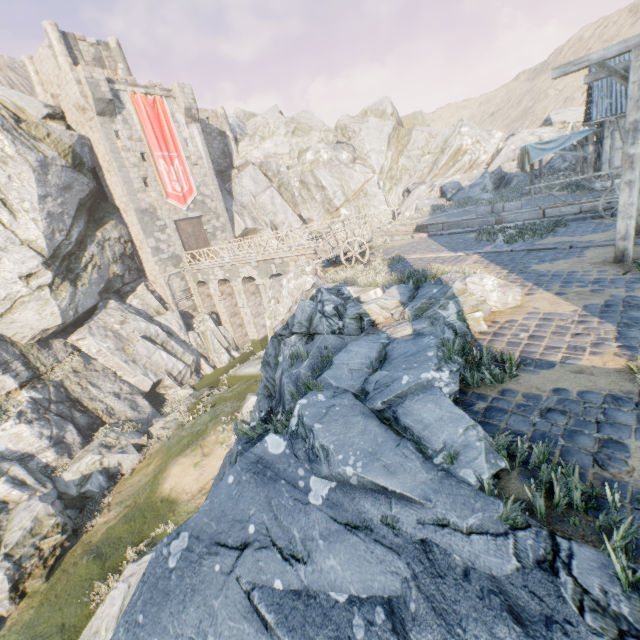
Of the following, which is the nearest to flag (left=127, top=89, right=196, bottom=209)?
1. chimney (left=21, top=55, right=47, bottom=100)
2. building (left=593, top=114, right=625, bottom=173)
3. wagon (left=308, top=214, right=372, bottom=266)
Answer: building (left=593, top=114, right=625, bottom=173)

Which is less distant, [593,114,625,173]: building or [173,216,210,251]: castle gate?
[593,114,625,173]: building

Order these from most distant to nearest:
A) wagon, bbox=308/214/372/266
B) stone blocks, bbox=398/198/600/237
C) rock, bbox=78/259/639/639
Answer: stone blocks, bbox=398/198/600/237 < wagon, bbox=308/214/372/266 < rock, bbox=78/259/639/639

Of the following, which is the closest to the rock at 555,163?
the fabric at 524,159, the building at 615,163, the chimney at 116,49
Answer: the building at 615,163

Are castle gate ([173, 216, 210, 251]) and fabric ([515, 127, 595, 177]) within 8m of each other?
no

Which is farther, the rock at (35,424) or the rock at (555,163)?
the rock at (555,163)

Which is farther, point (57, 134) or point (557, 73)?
point (57, 134)

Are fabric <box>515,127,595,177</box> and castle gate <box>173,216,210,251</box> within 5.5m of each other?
no
